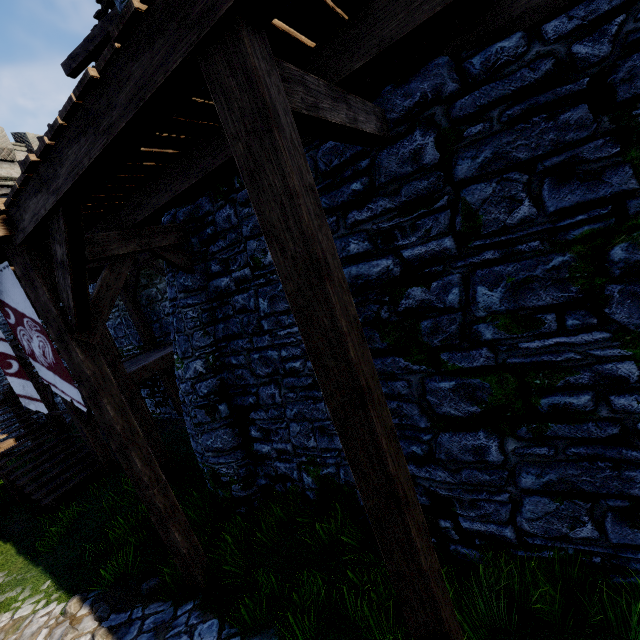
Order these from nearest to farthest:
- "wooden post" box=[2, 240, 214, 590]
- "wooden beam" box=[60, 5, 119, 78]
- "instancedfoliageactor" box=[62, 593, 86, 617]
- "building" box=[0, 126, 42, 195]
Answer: "wooden post" box=[2, 240, 214, 590] → "instancedfoliageactor" box=[62, 593, 86, 617] → "wooden beam" box=[60, 5, 119, 78] → "building" box=[0, 126, 42, 195]

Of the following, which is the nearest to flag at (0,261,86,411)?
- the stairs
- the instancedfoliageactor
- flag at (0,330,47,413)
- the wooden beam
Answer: flag at (0,330,47,413)

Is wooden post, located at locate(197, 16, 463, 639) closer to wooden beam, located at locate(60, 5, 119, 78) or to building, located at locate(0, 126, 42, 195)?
wooden beam, located at locate(60, 5, 119, 78)

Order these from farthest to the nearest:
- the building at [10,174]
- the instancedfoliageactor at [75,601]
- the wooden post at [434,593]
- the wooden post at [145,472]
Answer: the building at [10,174] < the instancedfoliageactor at [75,601] < the wooden post at [145,472] < the wooden post at [434,593]

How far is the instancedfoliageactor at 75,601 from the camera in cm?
513

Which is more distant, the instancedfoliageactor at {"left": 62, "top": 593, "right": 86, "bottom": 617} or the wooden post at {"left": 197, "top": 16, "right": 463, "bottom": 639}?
the instancedfoliageactor at {"left": 62, "top": 593, "right": 86, "bottom": 617}

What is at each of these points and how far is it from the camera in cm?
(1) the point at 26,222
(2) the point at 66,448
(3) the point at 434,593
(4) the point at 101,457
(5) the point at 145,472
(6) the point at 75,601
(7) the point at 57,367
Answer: (1) walkway, 353
(2) stairs, 1133
(3) wooden post, 243
(4) walkway, 988
(5) wooden post, 461
(6) instancedfoliageactor, 522
(7) flag, 565

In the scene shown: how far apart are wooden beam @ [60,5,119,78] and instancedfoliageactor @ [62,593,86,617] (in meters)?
13.92
